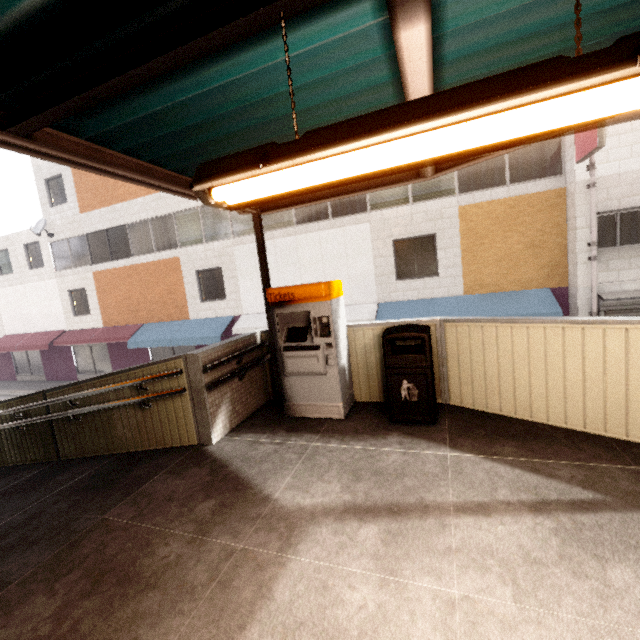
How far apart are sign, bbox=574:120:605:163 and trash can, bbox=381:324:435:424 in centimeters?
763cm

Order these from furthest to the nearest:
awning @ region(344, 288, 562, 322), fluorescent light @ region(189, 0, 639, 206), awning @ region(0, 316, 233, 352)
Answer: awning @ region(0, 316, 233, 352), awning @ region(344, 288, 562, 322), fluorescent light @ region(189, 0, 639, 206)

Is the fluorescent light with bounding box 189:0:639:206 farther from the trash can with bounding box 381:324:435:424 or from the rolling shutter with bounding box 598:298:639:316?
the rolling shutter with bounding box 598:298:639:316

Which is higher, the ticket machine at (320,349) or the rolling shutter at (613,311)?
the ticket machine at (320,349)

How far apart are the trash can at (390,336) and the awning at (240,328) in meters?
6.4

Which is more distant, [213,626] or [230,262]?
[230,262]

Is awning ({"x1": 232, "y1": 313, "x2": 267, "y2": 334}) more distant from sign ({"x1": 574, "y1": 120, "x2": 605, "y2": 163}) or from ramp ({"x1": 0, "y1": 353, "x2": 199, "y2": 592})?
ramp ({"x1": 0, "y1": 353, "x2": 199, "y2": 592})

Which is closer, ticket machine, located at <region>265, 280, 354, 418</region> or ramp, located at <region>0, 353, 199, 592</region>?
ramp, located at <region>0, 353, 199, 592</region>
